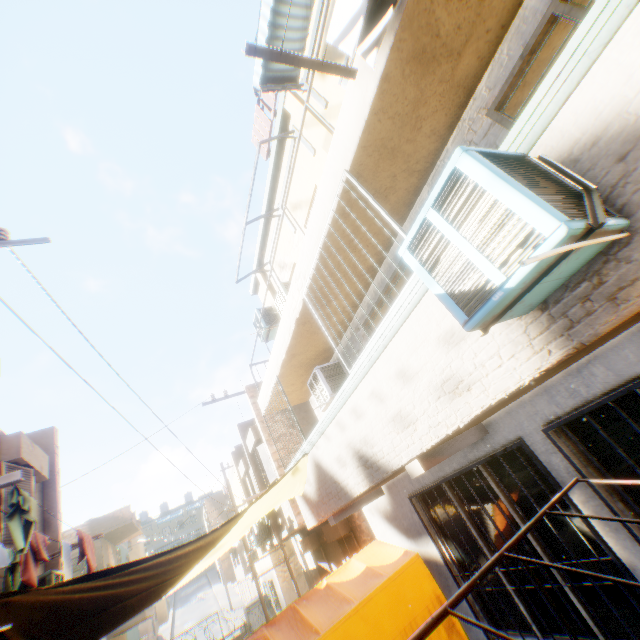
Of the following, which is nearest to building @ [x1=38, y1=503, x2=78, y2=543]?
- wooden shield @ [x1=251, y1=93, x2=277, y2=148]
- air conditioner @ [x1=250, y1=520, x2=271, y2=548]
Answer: air conditioner @ [x1=250, y1=520, x2=271, y2=548]

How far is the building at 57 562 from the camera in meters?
6.8

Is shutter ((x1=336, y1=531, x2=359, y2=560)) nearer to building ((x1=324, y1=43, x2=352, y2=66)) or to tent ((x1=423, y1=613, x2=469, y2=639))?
building ((x1=324, y1=43, x2=352, y2=66))

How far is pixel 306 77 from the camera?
6.7m

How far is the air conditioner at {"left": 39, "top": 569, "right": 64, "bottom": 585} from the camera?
5.3 meters

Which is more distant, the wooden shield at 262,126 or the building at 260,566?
the building at 260,566

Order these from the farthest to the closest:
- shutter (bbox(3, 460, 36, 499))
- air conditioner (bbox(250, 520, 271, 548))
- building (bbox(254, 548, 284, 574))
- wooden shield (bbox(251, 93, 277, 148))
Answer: building (bbox(254, 548, 284, 574)), air conditioner (bbox(250, 520, 271, 548)), wooden shield (bbox(251, 93, 277, 148)), shutter (bbox(3, 460, 36, 499))

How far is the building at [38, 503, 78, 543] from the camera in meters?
7.3 m
